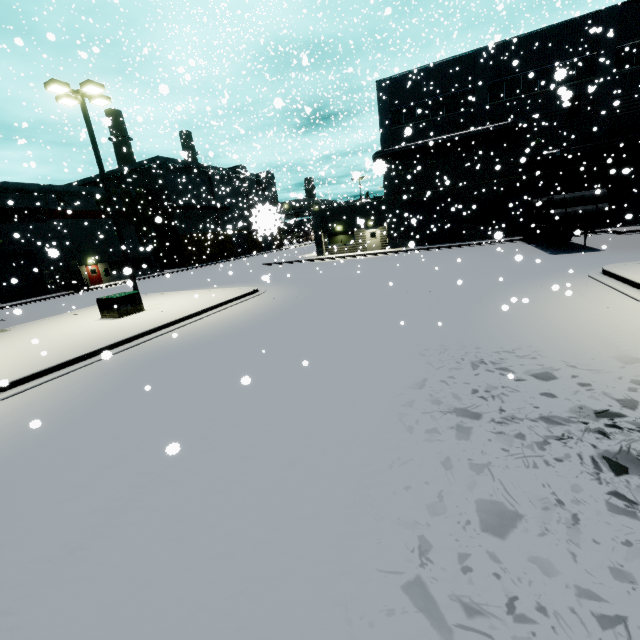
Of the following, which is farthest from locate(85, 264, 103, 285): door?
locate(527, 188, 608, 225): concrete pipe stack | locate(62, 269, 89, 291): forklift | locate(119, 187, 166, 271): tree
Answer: locate(527, 188, 608, 225): concrete pipe stack

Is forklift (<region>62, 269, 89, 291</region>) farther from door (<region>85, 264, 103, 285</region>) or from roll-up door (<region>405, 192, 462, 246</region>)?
door (<region>85, 264, 103, 285</region>)

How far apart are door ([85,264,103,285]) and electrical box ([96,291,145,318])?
26.0 meters

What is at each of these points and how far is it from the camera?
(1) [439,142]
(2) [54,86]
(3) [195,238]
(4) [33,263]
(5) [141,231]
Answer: (1) vent duct, 27.52m
(2) light, 13.02m
(3) building, 30.14m
(4) roll-up door, 32.19m
(5) tree, 42.62m

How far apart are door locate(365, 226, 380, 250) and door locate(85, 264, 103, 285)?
30.9m

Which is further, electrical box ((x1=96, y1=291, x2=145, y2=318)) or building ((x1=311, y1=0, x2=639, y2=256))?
building ((x1=311, y1=0, x2=639, y2=256))

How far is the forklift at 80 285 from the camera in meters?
32.9 m

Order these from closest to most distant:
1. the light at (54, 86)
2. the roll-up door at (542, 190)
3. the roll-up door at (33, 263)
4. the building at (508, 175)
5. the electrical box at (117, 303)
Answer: the light at (54, 86)
the electrical box at (117, 303)
the building at (508, 175)
the roll-up door at (542, 190)
the roll-up door at (33, 263)
